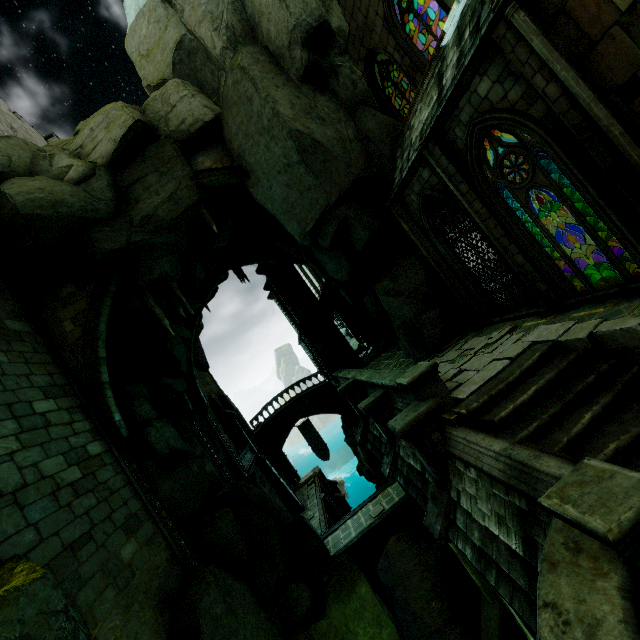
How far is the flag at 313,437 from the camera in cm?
3444

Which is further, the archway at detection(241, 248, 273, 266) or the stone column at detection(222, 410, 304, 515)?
the stone column at detection(222, 410, 304, 515)

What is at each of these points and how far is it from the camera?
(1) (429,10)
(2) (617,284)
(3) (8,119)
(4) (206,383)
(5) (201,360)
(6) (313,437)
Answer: (1) building, 23.2m
(2) wall trim, 6.9m
(3) building, 19.2m
(4) building, 27.2m
(5) rock, 27.8m
(6) flag, 34.6m

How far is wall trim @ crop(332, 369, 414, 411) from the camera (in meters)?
9.59

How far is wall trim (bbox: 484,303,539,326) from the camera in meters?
9.1

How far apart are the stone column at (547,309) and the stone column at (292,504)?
23.3m

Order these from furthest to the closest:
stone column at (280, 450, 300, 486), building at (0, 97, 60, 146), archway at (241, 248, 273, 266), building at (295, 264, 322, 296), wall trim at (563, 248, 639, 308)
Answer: building at (295, 264, 322, 296) < stone column at (280, 450, 300, 486) < archway at (241, 248, 273, 266) < building at (0, 97, 60, 146) < wall trim at (563, 248, 639, 308)

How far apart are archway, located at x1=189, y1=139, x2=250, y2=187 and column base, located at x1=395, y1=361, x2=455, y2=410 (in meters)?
9.95
